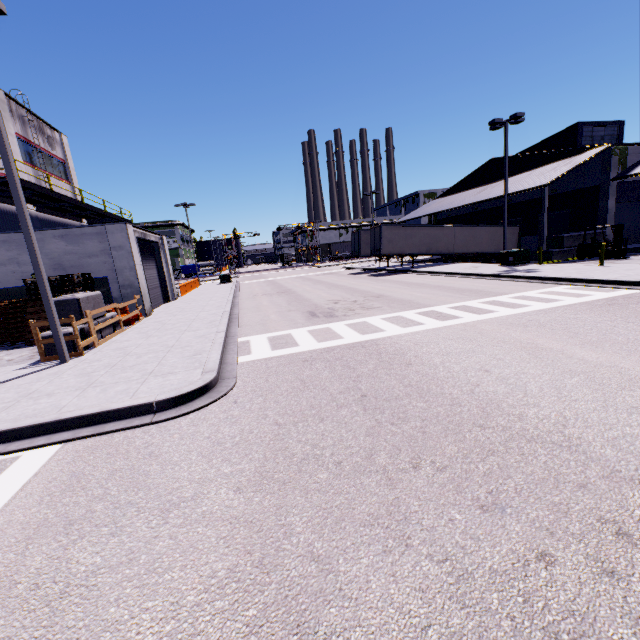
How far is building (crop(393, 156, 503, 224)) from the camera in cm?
3196

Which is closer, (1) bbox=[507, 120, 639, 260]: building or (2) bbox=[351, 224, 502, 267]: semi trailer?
(1) bbox=[507, 120, 639, 260]: building

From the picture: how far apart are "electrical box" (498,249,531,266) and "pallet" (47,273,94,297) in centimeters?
2542cm

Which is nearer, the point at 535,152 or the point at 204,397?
the point at 204,397

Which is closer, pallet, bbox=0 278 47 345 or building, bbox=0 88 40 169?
pallet, bbox=0 278 47 345

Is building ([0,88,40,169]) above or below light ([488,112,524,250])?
above

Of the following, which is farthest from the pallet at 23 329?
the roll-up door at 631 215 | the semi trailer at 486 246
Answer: the roll-up door at 631 215

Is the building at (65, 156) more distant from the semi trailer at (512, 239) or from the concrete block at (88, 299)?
the concrete block at (88, 299)
